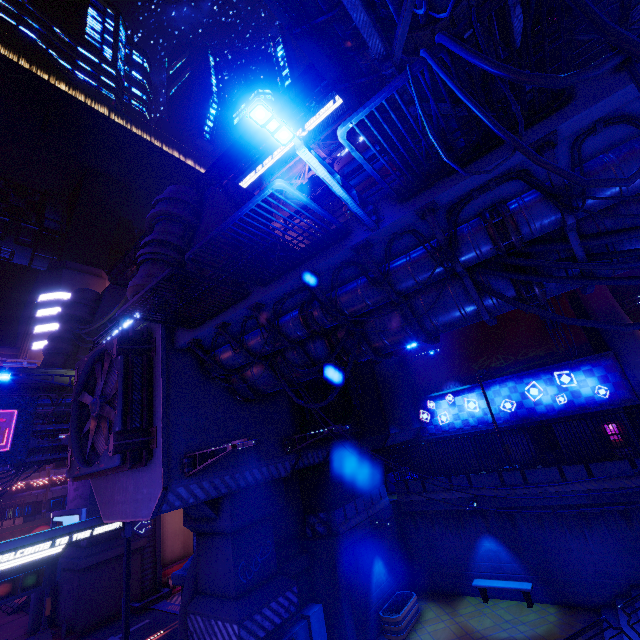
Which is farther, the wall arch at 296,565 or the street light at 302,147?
the wall arch at 296,565

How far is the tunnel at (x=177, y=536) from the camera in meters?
22.4 m

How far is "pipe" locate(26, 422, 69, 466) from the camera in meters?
22.7 m

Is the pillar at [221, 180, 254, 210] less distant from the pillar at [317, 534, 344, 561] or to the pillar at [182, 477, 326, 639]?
the pillar at [182, 477, 326, 639]

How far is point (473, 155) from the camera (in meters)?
5.55

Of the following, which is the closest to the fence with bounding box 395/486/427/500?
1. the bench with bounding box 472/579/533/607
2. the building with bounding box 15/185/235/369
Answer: the bench with bounding box 472/579/533/607

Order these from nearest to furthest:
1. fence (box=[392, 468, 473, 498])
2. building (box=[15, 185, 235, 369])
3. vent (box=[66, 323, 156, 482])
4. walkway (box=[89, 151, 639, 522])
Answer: walkway (box=[89, 151, 639, 522]) < vent (box=[66, 323, 156, 482]) < fence (box=[392, 468, 473, 498]) < building (box=[15, 185, 235, 369])

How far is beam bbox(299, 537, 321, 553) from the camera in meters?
13.9 m
